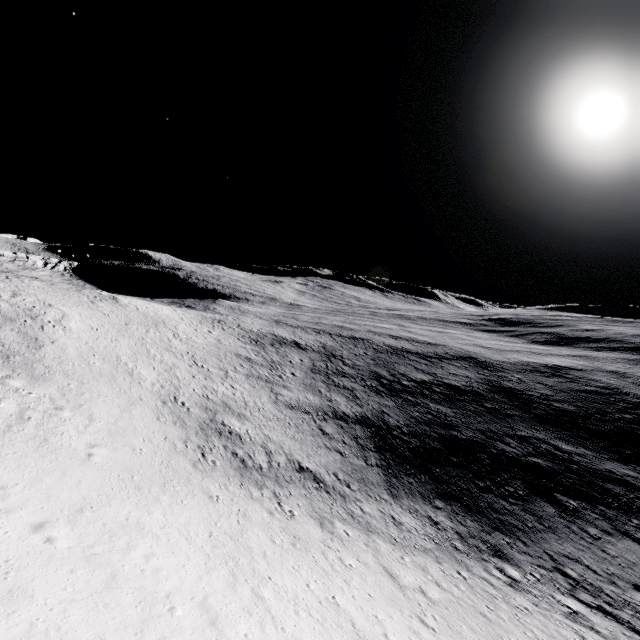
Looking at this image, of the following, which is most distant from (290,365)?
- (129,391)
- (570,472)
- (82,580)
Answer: (82,580)
